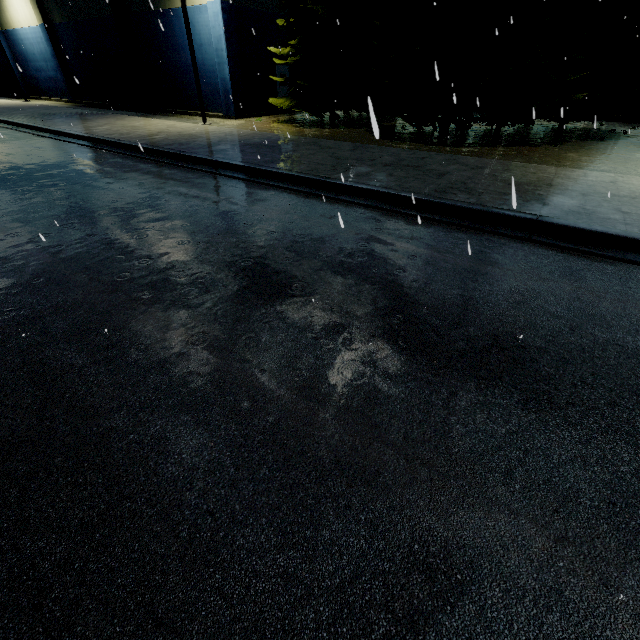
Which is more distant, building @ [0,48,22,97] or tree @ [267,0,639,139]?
building @ [0,48,22,97]

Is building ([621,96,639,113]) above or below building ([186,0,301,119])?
above

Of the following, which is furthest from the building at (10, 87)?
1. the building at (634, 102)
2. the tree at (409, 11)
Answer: the tree at (409, 11)

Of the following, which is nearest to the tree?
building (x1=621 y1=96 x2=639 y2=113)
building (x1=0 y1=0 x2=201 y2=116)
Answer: building (x1=621 y1=96 x2=639 y2=113)

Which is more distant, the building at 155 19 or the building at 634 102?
the building at 155 19

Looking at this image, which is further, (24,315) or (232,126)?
(232,126)

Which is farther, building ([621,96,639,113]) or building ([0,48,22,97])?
building ([0,48,22,97])

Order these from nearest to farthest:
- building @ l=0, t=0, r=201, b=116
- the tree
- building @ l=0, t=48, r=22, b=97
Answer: the tree, building @ l=0, t=0, r=201, b=116, building @ l=0, t=48, r=22, b=97
